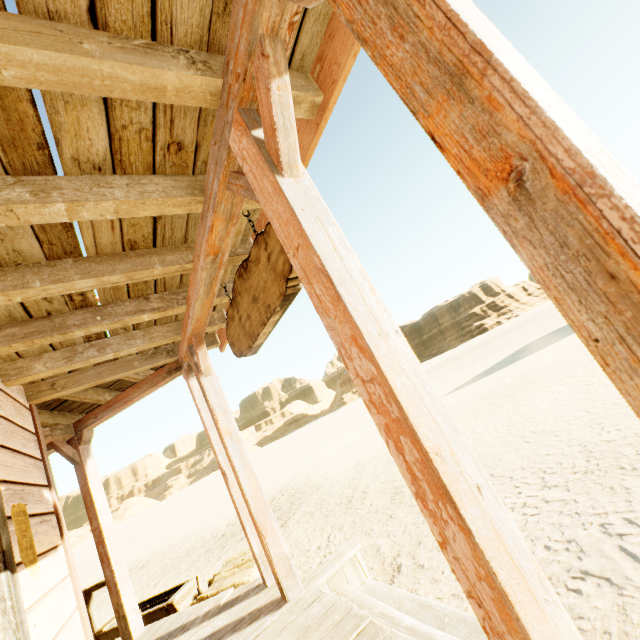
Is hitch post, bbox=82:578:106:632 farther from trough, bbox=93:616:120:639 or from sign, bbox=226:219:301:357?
sign, bbox=226:219:301:357

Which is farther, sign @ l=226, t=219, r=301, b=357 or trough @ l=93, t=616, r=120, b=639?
trough @ l=93, t=616, r=120, b=639

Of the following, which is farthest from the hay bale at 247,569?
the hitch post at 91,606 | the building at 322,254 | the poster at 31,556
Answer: the poster at 31,556

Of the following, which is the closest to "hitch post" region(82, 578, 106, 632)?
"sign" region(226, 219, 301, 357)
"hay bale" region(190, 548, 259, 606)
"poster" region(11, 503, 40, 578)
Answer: "hay bale" region(190, 548, 259, 606)

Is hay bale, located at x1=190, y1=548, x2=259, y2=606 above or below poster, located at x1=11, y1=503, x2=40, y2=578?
below

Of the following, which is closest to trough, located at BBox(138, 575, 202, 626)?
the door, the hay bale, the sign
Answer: the hay bale

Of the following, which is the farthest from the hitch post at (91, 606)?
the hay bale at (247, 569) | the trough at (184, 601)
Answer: the hay bale at (247, 569)

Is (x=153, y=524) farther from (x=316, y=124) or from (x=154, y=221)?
(x=316, y=124)
